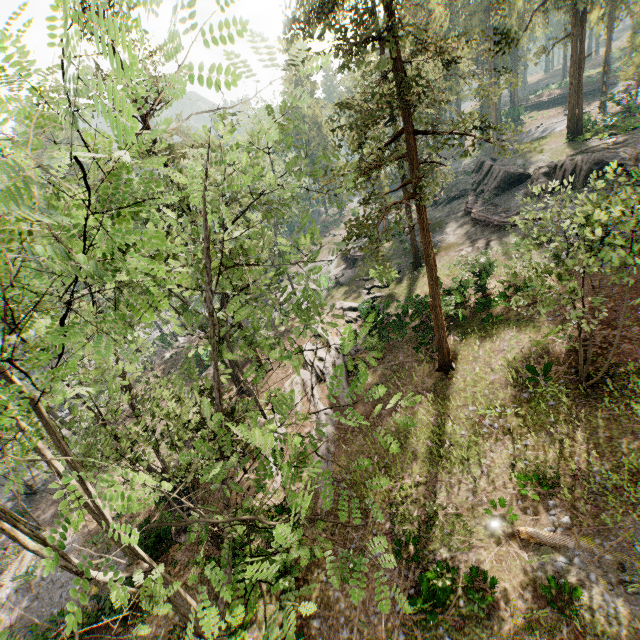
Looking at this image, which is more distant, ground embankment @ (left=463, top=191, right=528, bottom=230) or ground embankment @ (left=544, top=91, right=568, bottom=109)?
ground embankment @ (left=544, top=91, right=568, bottom=109)

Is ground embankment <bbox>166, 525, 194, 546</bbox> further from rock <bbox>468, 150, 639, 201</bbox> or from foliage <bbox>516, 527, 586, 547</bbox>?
rock <bbox>468, 150, 639, 201</bbox>

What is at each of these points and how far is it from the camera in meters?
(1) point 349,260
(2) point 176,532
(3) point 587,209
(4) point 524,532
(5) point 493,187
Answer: (1) ground embankment, 40.9
(2) ground embankment, 18.2
(3) foliage, 10.6
(4) foliage, 12.4
(5) rock, 32.5

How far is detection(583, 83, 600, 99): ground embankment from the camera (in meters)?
53.69

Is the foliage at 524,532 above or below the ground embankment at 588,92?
below

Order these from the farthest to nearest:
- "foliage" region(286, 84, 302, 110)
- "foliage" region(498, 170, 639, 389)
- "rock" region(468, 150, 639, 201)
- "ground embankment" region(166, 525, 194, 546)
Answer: "rock" region(468, 150, 639, 201), "ground embankment" region(166, 525, 194, 546), "foliage" region(498, 170, 639, 389), "foliage" region(286, 84, 302, 110)

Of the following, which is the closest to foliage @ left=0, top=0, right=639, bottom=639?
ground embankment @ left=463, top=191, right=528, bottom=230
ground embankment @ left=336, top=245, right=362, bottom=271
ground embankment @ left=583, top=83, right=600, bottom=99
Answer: ground embankment @ left=336, top=245, right=362, bottom=271

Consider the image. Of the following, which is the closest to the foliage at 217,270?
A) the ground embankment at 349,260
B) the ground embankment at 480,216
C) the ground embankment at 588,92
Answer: the ground embankment at 349,260
